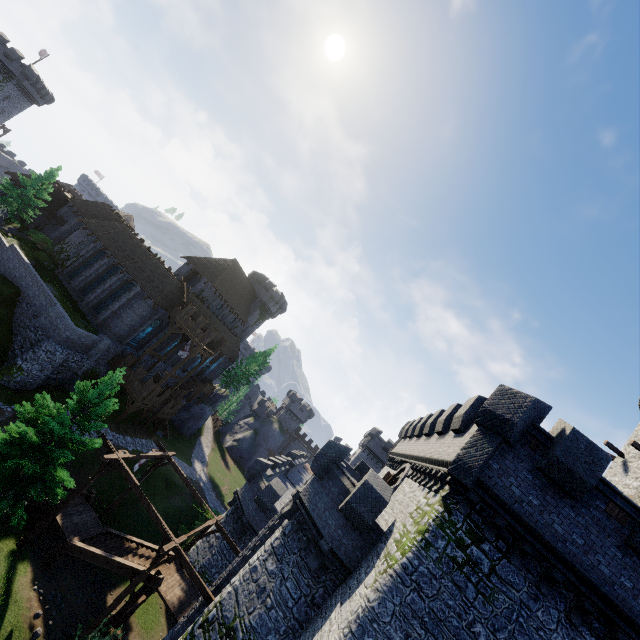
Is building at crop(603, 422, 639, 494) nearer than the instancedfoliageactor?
No

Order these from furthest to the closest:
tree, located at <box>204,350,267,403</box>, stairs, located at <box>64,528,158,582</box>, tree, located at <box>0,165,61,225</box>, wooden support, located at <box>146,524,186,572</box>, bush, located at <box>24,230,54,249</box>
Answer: tree, located at <box>204,350,267,403</box> < bush, located at <box>24,230,54,249</box> < tree, located at <box>0,165,61,225</box> < stairs, located at <box>64,528,158,582</box> < wooden support, located at <box>146,524,186,572</box>

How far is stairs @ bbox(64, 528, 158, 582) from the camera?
18.12m

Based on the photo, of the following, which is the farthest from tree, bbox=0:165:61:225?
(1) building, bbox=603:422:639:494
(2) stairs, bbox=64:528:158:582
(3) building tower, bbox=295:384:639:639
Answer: (1) building, bbox=603:422:639:494

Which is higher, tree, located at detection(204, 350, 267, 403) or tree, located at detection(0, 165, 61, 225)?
tree, located at detection(204, 350, 267, 403)

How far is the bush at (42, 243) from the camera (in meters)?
38.50

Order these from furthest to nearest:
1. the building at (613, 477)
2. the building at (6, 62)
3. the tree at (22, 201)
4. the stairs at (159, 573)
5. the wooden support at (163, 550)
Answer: the building at (6, 62)
the tree at (22, 201)
the building at (613, 477)
the stairs at (159, 573)
the wooden support at (163, 550)

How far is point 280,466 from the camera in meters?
34.6
